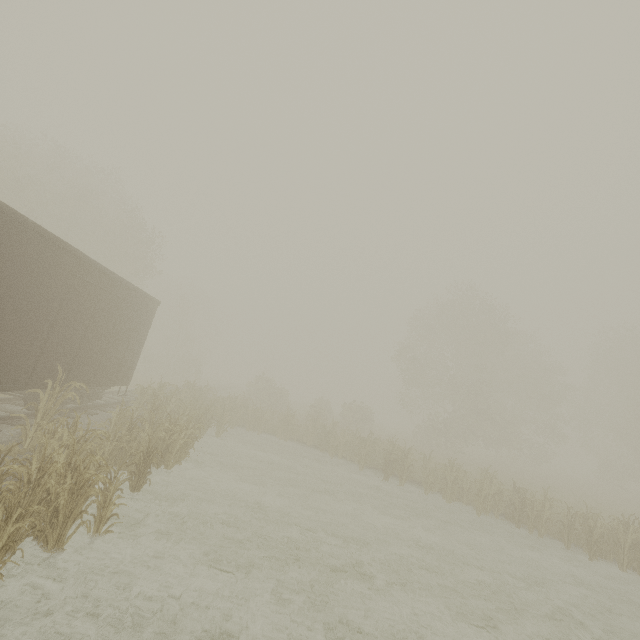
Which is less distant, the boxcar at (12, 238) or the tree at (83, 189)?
the tree at (83, 189)

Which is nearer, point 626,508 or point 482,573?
point 482,573

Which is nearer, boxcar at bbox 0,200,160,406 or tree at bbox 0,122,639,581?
tree at bbox 0,122,639,581
